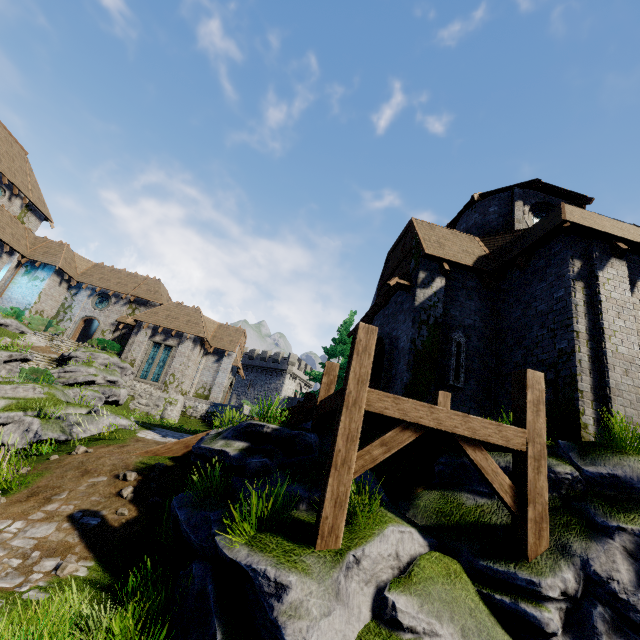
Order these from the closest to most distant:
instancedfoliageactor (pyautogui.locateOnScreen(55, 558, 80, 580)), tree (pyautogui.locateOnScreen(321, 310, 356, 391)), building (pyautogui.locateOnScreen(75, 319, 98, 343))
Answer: instancedfoliageactor (pyautogui.locateOnScreen(55, 558, 80, 580)) < tree (pyautogui.locateOnScreen(321, 310, 356, 391)) < building (pyautogui.locateOnScreen(75, 319, 98, 343))

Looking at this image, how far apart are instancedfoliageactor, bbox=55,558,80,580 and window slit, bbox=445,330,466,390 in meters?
9.6

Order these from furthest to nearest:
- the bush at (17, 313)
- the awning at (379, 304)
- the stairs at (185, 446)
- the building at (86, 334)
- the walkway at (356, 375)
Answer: the building at (86, 334) < the bush at (17, 313) < the awning at (379, 304) < the stairs at (185, 446) < the walkway at (356, 375)

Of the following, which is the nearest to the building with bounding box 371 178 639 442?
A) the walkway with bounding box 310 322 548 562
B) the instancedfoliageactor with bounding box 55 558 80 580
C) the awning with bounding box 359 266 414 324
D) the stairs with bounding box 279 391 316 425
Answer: the awning with bounding box 359 266 414 324

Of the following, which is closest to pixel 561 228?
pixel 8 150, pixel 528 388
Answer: pixel 528 388

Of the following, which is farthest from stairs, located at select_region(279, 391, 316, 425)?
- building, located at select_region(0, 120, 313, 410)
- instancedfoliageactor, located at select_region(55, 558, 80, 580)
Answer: building, located at select_region(0, 120, 313, 410)

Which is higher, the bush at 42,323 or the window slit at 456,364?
the bush at 42,323

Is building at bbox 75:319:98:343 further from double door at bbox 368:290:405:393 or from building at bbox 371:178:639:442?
double door at bbox 368:290:405:393
